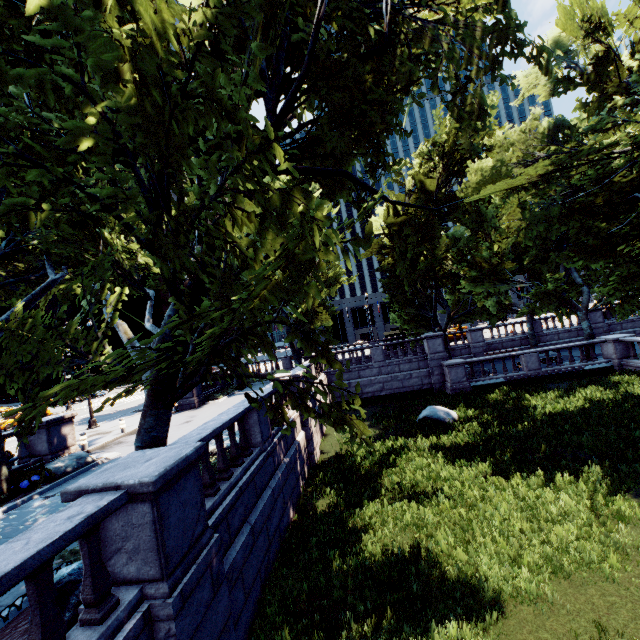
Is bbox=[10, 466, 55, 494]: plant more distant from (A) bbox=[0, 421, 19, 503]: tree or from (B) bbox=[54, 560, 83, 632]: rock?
(B) bbox=[54, 560, 83, 632]: rock

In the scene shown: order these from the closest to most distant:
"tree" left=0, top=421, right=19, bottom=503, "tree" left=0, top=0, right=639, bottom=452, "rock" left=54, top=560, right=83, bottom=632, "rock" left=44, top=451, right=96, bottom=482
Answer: "tree" left=0, top=0, right=639, bottom=452 → "rock" left=54, top=560, right=83, bottom=632 → "tree" left=0, top=421, right=19, bottom=503 → "rock" left=44, top=451, right=96, bottom=482

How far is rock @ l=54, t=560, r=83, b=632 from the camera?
4.62m

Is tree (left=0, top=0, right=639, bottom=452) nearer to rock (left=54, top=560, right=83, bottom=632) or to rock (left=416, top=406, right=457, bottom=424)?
rock (left=54, top=560, right=83, bottom=632)

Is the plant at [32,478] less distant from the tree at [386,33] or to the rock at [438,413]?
the tree at [386,33]

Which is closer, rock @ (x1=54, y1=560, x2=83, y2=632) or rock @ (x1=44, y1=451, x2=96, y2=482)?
rock @ (x1=54, y1=560, x2=83, y2=632)

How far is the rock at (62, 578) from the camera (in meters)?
4.62

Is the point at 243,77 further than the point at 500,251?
No
